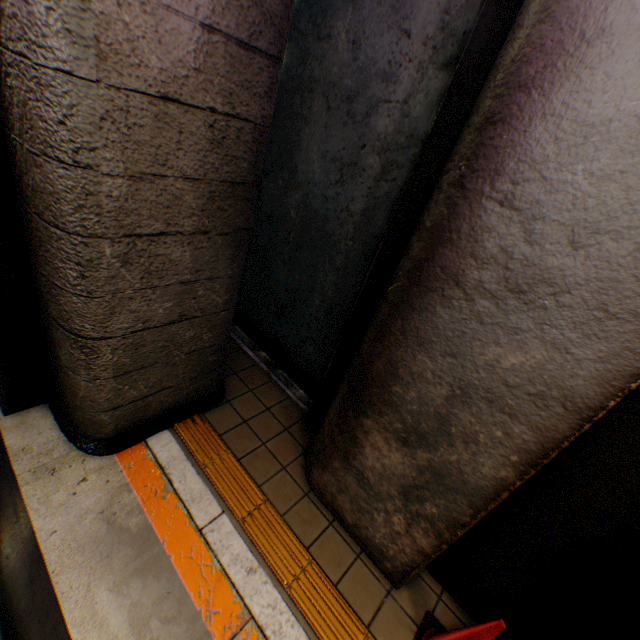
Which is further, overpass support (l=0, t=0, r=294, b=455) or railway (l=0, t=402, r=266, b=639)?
railway (l=0, t=402, r=266, b=639)

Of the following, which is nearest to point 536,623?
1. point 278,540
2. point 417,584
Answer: point 417,584

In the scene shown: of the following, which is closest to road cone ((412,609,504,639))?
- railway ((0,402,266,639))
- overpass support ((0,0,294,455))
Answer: railway ((0,402,266,639))

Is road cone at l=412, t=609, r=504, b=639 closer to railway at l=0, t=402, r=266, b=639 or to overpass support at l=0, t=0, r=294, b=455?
railway at l=0, t=402, r=266, b=639

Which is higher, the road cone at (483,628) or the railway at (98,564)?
the road cone at (483,628)

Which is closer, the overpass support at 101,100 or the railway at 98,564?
the overpass support at 101,100

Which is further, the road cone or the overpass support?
the road cone
